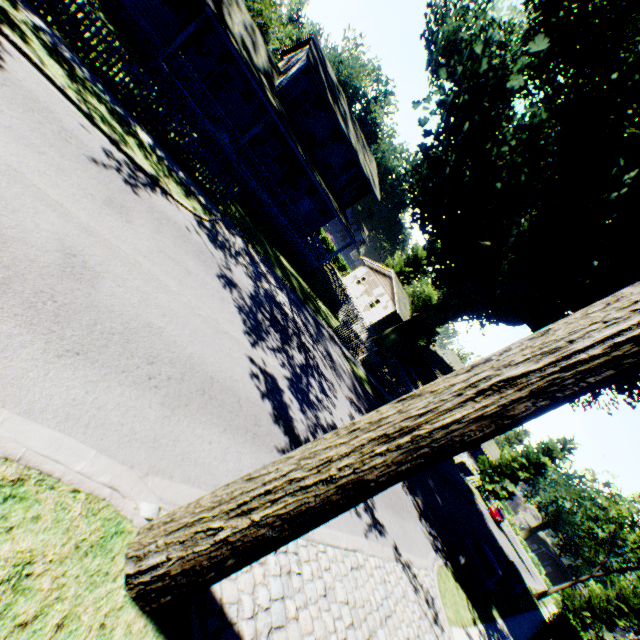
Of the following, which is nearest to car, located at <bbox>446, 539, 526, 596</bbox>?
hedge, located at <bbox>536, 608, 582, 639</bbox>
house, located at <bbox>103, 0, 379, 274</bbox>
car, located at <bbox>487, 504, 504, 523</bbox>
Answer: hedge, located at <bbox>536, 608, 582, 639</bbox>

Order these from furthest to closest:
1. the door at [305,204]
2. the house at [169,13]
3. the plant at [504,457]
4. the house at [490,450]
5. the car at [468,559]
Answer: the house at [490,450]
the plant at [504,457]
the door at [305,204]
the house at [169,13]
the car at [468,559]

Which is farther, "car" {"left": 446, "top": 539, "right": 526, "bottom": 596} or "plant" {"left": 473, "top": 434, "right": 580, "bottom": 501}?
"plant" {"left": 473, "top": 434, "right": 580, "bottom": 501}

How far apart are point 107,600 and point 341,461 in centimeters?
272cm

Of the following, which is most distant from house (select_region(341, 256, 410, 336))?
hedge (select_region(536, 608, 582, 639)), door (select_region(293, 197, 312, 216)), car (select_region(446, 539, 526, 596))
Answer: hedge (select_region(536, 608, 582, 639))

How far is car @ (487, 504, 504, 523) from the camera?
45.0m

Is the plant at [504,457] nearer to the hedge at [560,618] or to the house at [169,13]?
the house at [169,13]

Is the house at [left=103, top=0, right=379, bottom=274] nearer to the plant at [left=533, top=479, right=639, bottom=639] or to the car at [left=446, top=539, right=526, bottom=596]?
the plant at [left=533, top=479, right=639, bottom=639]
